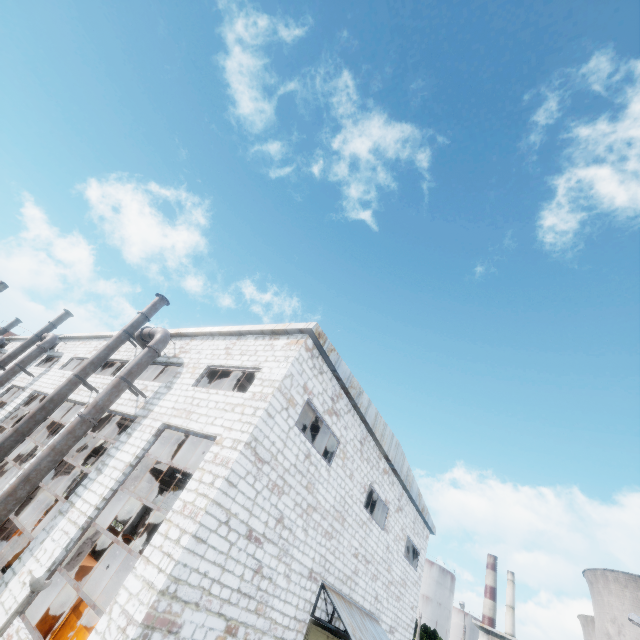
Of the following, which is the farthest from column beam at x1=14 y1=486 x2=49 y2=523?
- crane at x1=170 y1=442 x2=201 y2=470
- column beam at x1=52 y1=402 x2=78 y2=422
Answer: Answer: crane at x1=170 y1=442 x2=201 y2=470

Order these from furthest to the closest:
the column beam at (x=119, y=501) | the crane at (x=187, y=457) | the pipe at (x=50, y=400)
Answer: the crane at (x=187, y=457)
the pipe at (x=50, y=400)
the column beam at (x=119, y=501)

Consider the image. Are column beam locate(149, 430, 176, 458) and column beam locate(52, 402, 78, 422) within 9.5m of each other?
yes

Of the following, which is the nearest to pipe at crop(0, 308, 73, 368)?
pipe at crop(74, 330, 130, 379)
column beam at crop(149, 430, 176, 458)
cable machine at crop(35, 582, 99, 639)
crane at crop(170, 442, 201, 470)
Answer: crane at crop(170, 442, 201, 470)

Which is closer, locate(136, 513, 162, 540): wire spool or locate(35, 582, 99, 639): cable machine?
locate(35, 582, 99, 639): cable machine

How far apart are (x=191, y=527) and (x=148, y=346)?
7.7 meters

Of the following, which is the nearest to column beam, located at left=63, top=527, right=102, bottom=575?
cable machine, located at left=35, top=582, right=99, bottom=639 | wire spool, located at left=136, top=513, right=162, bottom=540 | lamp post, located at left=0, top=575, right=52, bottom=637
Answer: cable machine, located at left=35, top=582, right=99, bottom=639

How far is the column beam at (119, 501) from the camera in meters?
9.7 m
